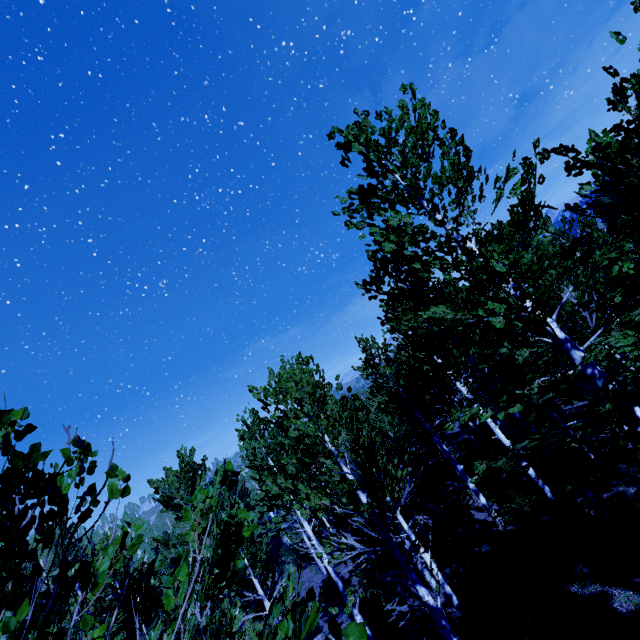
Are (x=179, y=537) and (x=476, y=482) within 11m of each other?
no
